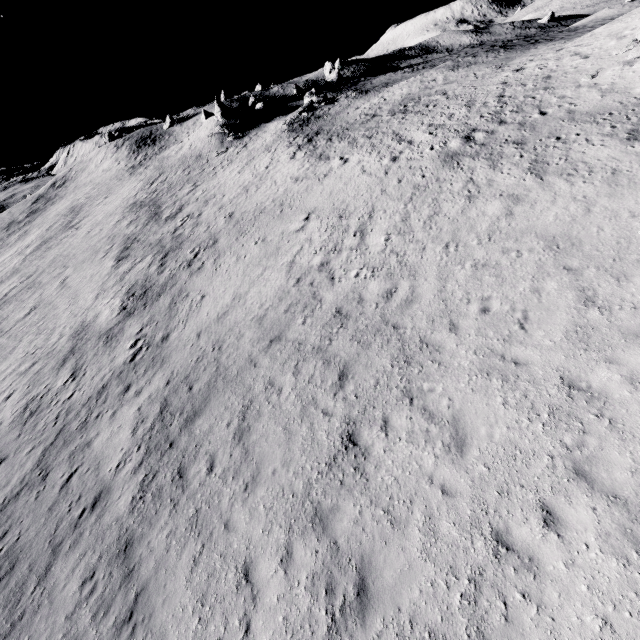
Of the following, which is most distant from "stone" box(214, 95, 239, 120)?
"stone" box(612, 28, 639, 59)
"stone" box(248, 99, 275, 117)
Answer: "stone" box(612, 28, 639, 59)

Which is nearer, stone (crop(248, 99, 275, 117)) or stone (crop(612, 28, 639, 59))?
stone (crop(612, 28, 639, 59))

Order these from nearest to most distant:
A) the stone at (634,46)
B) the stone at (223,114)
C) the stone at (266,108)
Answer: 1. the stone at (634,46)
2. the stone at (223,114)
3. the stone at (266,108)

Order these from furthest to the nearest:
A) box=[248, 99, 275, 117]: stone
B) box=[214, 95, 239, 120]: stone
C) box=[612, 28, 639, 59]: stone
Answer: box=[248, 99, 275, 117]: stone → box=[214, 95, 239, 120]: stone → box=[612, 28, 639, 59]: stone

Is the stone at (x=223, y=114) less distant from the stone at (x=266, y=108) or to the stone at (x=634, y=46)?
the stone at (x=266, y=108)

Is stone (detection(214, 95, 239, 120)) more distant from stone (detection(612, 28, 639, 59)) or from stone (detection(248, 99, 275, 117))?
stone (detection(612, 28, 639, 59))

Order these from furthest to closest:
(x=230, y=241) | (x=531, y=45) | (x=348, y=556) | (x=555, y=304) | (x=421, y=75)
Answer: (x=421, y=75) < (x=531, y=45) < (x=230, y=241) < (x=555, y=304) < (x=348, y=556)
